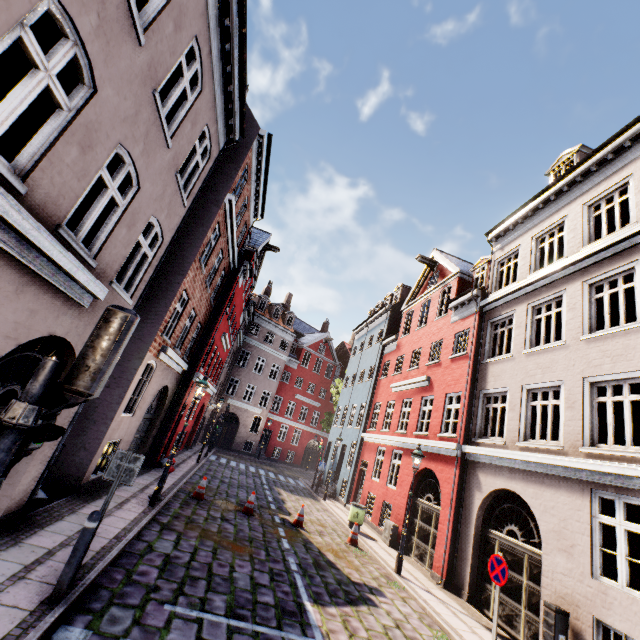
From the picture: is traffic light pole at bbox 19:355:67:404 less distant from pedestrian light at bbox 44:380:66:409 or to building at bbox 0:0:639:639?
pedestrian light at bbox 44:380:66:409

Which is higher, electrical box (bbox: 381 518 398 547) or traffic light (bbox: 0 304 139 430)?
traffic light (bbox: 0 304 139 430)

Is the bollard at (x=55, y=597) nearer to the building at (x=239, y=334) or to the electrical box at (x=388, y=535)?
the building at (x=239, y=334)

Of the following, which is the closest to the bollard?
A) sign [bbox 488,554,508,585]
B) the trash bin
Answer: sign [bbox 488,554,508,585]

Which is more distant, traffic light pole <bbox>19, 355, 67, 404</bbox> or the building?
the building

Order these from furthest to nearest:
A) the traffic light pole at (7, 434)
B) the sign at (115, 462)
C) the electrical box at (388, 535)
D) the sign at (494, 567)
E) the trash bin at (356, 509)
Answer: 1. the trash bin at (356, 509)
2. the electrical box at (388, 535)
3. the sign at (494, 567)
4. the sign at (115, 462)
5. the traffic light pole at (7, 434)

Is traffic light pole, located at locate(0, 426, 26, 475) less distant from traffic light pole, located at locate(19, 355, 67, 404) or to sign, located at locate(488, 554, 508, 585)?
traffic light pole, located at locate(19, 355, 67, 404)

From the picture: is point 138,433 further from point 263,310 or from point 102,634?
point 263,310
